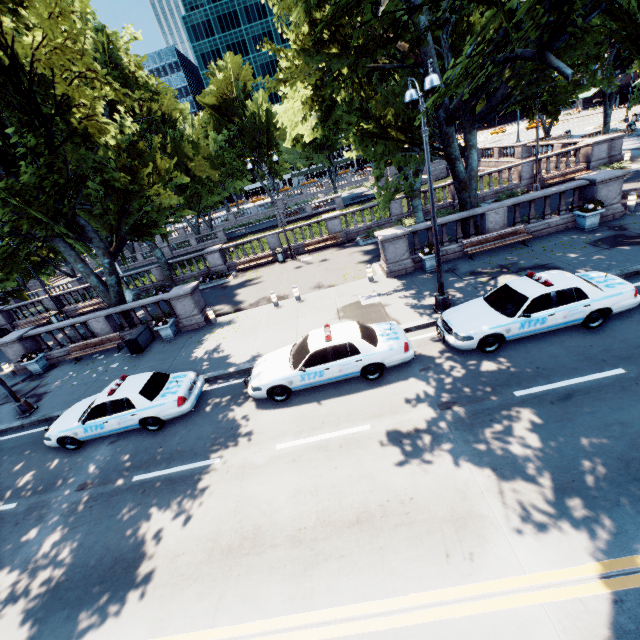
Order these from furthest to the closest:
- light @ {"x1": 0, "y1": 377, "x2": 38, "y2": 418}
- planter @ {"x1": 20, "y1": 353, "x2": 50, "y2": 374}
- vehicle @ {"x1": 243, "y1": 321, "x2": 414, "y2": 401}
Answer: planter @ {"x1": 20, "y1": 353, "x2": 50, "y2": 374}, light @ {"x1": 0, "y1": 377, "x2": 38, "y2": 418}, vehicle @ {"x1": 243, "y1": 321, "x2": 414, "y2": 401}

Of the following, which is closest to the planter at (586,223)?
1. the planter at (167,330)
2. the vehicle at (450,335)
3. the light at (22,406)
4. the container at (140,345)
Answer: the vehicle at (450,335)

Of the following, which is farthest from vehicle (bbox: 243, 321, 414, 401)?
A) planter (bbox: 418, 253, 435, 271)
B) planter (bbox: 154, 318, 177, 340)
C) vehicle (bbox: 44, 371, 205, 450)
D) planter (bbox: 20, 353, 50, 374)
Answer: planter (bbox: 20, 353, 50, 374)

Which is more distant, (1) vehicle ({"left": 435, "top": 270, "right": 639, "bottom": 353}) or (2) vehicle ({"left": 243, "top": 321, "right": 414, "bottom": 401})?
(2) vehicle ({"left": 243, "top": 321, "right": 414, "bottom": 401})

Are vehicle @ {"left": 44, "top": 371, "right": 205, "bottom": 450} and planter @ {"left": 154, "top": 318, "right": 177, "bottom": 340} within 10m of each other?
yes

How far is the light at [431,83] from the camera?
8.0 meters

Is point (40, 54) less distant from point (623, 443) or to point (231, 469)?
point (231, 469)

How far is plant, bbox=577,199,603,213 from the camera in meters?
14.3 m
